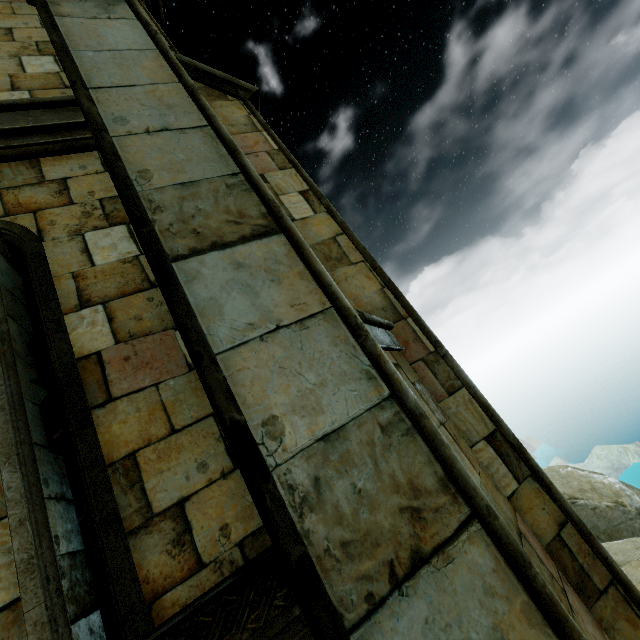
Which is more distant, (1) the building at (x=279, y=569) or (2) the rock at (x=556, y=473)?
(2) the rock at (x=556, y=473)

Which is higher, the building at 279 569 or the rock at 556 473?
the building at 279 569

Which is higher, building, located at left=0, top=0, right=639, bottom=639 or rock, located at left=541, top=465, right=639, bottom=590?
building, located at left=0, top=0, right=639, bottom=639

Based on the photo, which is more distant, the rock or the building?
the rock

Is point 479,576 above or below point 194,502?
below
